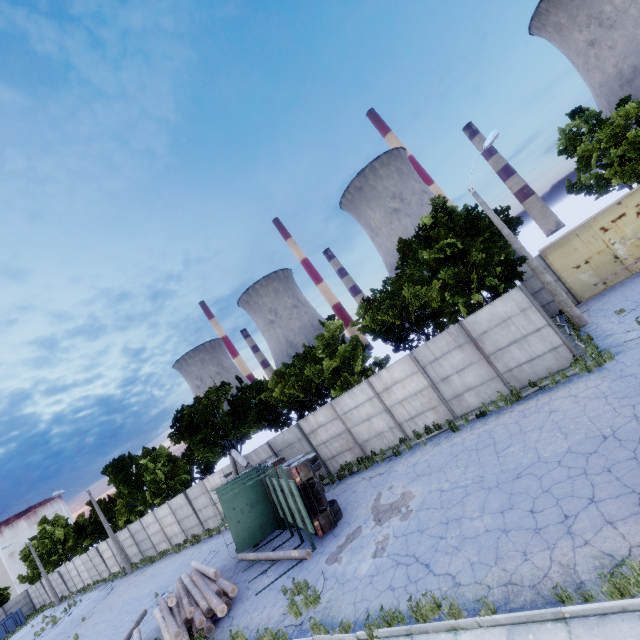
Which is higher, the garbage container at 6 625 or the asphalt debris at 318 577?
the garbage container at 6 625

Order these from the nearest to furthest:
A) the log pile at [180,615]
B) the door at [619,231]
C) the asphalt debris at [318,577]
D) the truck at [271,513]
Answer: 1. the asphalt debris at [318,577]
2. the log pile at [180,615]
3. the truck at [271,513]
4. the door at [619,231]

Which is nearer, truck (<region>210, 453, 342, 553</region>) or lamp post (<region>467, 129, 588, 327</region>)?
truck (<region>210, 453, 342, 553</region>)

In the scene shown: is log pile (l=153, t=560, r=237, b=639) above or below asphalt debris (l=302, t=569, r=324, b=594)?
above

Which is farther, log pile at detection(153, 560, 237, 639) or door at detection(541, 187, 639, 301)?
door at detection(541, 187, 639, 301)

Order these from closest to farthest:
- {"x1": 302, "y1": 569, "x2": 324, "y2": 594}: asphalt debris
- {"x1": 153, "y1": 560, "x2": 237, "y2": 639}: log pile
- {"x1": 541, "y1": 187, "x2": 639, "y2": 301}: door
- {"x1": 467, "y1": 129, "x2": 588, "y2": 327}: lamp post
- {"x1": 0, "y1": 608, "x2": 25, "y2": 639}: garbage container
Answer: {"x1": 302, "y1": 569, "x2": 324, "y2": 594}: asphalt debris < {"x1": 153, "y1": 560, "x2": 237, "y2": 639}: log pile < {"x1": 467, "y1": 129, "x2": 588, "y2": 327}: lamp post < {"x1": 541, "y1": 187, "x2": 639, "y2": 301}: door < {"x1": 0, "y1": 608, "x2": 25, "y2": 639}: garbage container

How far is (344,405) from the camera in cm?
1777

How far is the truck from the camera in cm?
1266
